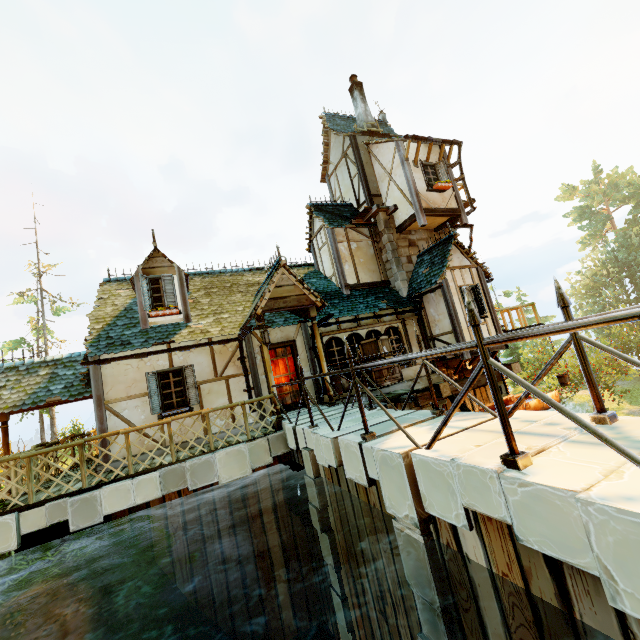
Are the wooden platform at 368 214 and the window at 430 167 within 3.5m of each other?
yes

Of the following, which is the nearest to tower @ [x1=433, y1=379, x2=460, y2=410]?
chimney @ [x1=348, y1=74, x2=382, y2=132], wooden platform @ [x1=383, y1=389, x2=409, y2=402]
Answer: wooden platform @ [x1=383, y1=389, x2=409, y2=402]

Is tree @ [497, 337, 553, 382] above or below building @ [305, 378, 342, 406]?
below

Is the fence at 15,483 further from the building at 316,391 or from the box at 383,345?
the box at 383,345

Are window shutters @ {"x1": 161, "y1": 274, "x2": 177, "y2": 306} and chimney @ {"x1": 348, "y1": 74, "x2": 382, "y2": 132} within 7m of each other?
no

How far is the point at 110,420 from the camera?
8.5m

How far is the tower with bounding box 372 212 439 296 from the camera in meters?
13.6

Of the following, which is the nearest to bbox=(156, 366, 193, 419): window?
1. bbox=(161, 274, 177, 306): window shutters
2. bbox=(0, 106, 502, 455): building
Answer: bbox=(0, 106, 502, 455): building
